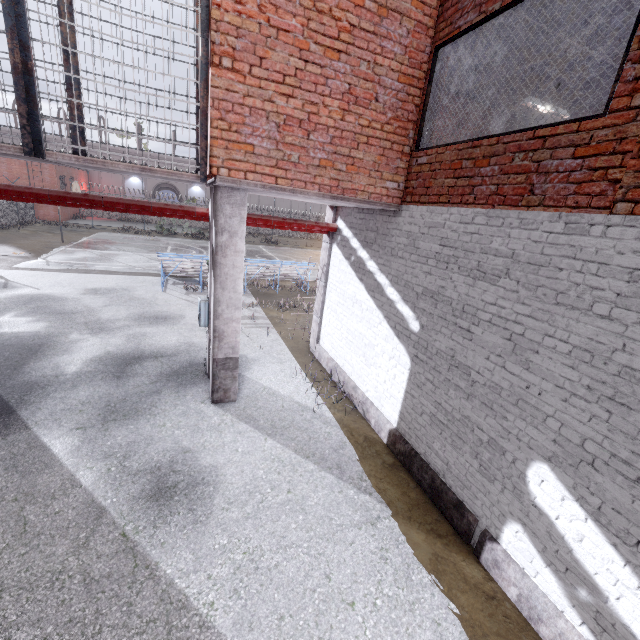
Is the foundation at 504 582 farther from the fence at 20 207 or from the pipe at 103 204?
the pipe at 103 204

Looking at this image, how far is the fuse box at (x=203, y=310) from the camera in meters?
Result: 6.6 m

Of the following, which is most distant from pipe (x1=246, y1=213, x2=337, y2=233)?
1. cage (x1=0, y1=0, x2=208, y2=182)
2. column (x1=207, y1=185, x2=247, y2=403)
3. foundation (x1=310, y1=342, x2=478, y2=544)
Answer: foundation (x1=310, y1=342, x2=478, y2=544)

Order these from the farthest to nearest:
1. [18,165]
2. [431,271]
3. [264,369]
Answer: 1. [18,165]
2. [264,369]
3. [431,271]

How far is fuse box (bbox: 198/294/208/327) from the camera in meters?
6.6 m

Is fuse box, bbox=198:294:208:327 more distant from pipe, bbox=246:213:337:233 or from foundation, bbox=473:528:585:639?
foundation, bbox=473:528:585:639

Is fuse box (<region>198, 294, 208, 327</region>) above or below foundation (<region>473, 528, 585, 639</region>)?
above

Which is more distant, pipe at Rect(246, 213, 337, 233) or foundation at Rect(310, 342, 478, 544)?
pipe at Rect(246, 213, 337, 233)
